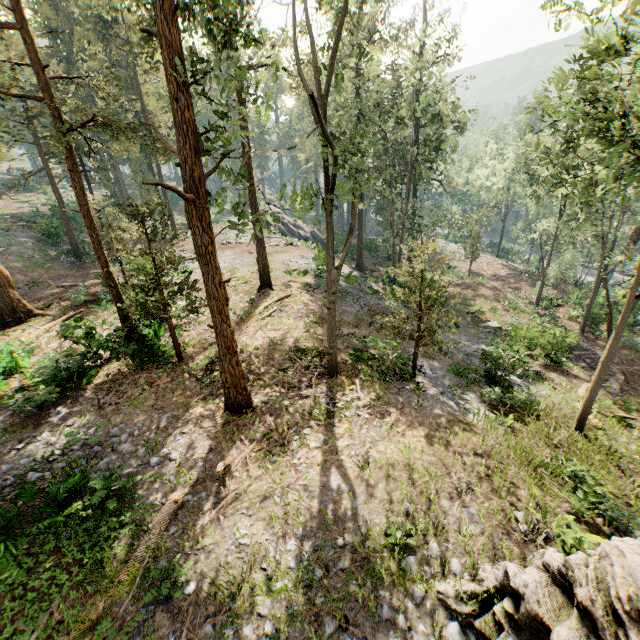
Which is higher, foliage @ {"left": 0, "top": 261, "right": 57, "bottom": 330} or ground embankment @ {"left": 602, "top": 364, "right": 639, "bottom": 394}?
foliage @ {"left": 0, "top": 261, "right": 57, "bottom": 330}

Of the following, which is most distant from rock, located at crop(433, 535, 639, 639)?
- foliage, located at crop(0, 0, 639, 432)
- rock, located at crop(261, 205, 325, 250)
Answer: rock, located at crop(261, 205, 325, 250)

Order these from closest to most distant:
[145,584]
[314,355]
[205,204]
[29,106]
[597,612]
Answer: [597,612] → [145,584] → [205,204] → [29,106] → [314,355]

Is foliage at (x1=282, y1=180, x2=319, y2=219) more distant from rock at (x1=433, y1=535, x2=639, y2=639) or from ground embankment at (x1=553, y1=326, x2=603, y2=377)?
ground embankment at (x1=553, y1=326, x2=603, y2=377)

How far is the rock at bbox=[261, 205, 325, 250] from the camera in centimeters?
4575cm

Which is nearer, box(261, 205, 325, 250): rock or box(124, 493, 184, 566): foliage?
box(124, 493, 184, 566): foliage

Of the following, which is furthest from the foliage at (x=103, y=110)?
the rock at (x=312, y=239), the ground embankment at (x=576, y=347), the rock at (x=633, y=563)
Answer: the ground embankment at (x=576, y=347)

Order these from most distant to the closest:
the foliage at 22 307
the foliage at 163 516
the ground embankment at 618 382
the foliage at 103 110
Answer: the ground embankment at 618 382, the foliage at 22 307, the foliage at 103 110, the foliage at 163 516
